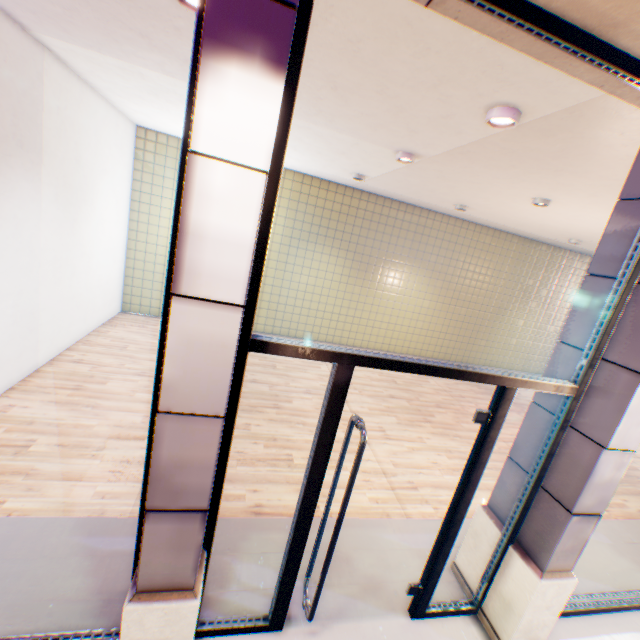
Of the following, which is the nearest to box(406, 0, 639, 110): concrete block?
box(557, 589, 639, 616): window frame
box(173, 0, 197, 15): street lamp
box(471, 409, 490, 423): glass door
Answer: box(557, 589, 639, 616): window frame

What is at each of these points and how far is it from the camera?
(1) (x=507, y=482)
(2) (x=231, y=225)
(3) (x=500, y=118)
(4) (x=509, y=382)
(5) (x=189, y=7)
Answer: (1) column, 2.9m
(2) column, 1.3m
(3) street lamp, 2.9m
(4) window frame, 2.2m
(5) street lamp, 2.4m

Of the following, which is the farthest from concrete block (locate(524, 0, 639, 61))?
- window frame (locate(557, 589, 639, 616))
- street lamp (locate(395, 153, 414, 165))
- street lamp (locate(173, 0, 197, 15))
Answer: street lamp (locate(395, 153, 414, 165))

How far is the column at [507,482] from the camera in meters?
2.7

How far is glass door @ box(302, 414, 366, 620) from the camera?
2.04m

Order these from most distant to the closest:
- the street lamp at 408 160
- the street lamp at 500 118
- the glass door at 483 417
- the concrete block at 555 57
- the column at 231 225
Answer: the street lamp at 408 160, the street lamp at 500 118, the glass door at 483 417, the concrete block at 555 57, the column at 231 225

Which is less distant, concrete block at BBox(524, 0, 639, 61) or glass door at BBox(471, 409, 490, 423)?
concrete block at BBox(524, 0, 639, 61)

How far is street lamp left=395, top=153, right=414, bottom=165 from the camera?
4.7 meters
